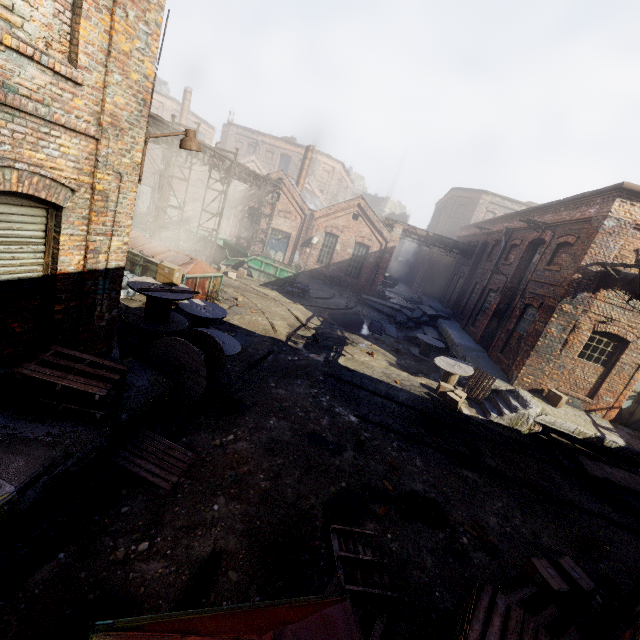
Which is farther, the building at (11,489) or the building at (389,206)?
the building at (389,206)

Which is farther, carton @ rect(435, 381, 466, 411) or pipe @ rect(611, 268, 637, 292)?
carton @ rect(435, 381, 466, 411)

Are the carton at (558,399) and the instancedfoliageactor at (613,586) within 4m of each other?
no

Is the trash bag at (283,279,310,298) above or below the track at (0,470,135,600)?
above

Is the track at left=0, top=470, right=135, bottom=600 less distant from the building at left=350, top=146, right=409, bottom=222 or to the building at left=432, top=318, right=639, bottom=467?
the building at left=432, top=318, right=639, bottom=467

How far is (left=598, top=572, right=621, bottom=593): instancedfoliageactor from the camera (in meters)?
5.98

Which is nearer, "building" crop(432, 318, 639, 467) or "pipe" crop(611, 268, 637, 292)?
"pipe" crop(611, 268, 637, 292)

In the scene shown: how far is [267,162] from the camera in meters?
47.1
